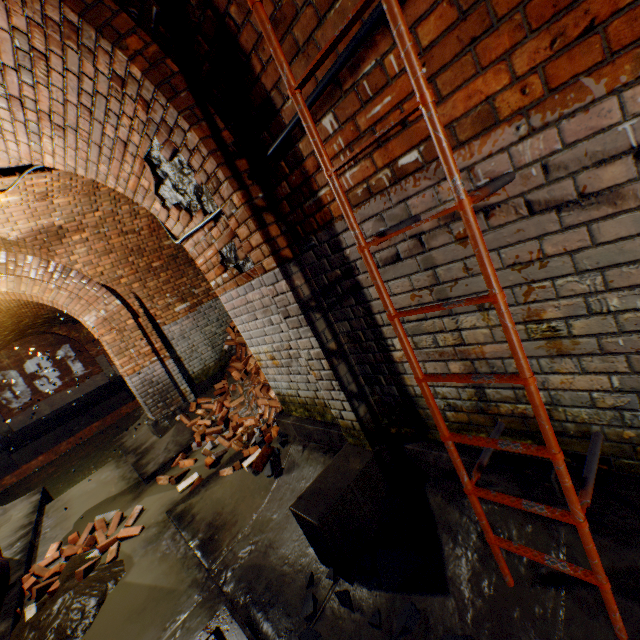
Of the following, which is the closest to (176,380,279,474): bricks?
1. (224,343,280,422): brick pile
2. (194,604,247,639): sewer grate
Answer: (224,343,280,422): brick pile

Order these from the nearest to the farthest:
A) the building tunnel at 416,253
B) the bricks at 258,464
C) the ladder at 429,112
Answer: the ladder at 429,112
the building tunnel at 416,253
the bricks at 258,464

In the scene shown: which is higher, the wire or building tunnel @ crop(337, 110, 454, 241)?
the wire

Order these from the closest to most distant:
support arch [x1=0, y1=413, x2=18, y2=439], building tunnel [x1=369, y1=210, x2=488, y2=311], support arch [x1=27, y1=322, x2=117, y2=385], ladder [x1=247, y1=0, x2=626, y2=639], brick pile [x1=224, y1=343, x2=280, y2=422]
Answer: ladder [x1=247, y1=0, x2=626, y2=639]
building tunnel [x1=369, y1=210, x2=488, y2=311]
brick pile [x1=224, y1=343, x2=280, y2=422]
support arch [x1=0, y1=413, x2=18, y2=439]
support arch [x1=27, y1=322, x2=117, y2=385]

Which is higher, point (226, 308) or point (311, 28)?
point (311, 28)

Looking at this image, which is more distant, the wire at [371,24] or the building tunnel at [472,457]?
the building tunnel at [472,457]

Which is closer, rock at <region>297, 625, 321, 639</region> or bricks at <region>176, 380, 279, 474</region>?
rock at <region>297, 625, 321, 639</region>

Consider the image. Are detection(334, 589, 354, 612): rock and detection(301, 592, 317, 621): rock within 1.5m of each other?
yes
